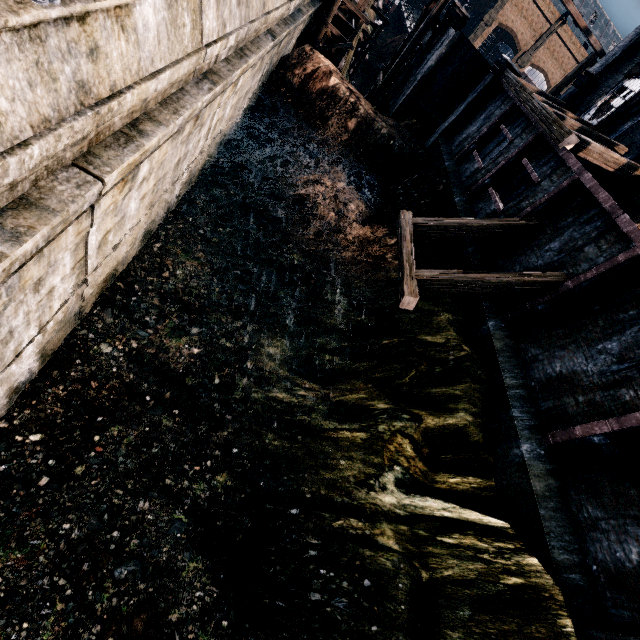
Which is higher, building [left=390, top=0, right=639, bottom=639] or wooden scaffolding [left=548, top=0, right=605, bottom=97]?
wooden scaffolding [left=548, top=0, right=605, bottom=97]

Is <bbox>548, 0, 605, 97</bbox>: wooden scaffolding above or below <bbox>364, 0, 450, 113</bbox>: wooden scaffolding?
above

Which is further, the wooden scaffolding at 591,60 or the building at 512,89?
the wooden scaffolding at 591,60

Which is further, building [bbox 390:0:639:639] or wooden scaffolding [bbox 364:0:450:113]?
wooden scaffolding [bbox 364:0:450:113]

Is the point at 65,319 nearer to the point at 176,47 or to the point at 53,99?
the point at 53,99
